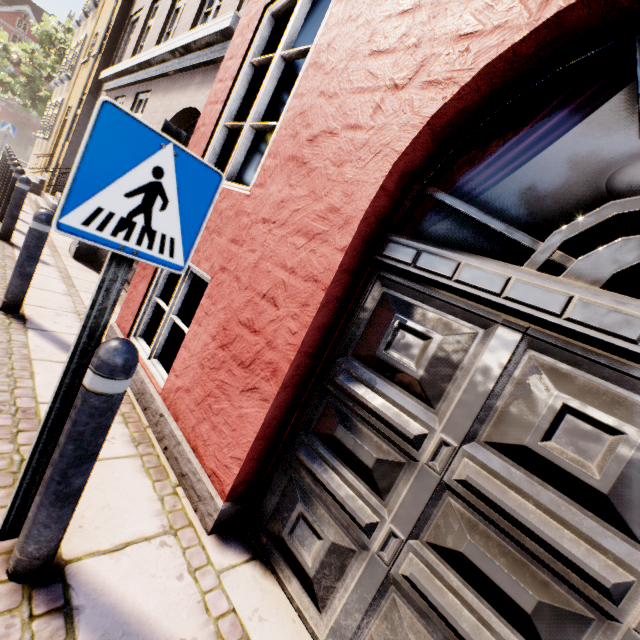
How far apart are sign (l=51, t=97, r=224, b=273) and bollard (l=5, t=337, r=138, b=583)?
0.3 meters

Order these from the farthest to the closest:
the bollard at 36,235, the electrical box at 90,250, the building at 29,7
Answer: the building at 29,7
the electrical box at 90,250
the bollard at 36,235

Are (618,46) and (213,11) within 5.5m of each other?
no

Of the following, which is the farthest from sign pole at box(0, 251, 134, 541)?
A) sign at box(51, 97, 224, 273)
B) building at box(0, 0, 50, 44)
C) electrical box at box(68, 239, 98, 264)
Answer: building at box(0, 0, 50, 44)

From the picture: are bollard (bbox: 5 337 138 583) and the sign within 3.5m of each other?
yes

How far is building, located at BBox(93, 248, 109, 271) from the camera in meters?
6.2

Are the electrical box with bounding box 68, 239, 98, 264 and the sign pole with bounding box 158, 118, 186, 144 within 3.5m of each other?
no

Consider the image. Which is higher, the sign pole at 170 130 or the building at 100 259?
the sign pole at 170 130
